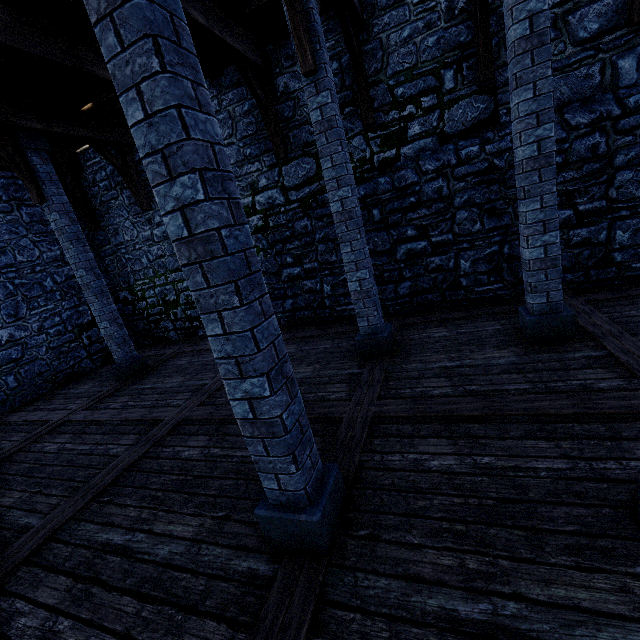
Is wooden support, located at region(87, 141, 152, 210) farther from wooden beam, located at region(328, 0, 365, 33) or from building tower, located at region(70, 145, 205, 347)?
wooden beam, located at region(328, 0, 365, 33)

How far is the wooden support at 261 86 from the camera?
6.02m

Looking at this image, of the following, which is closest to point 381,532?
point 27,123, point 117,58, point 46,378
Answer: point 117,58

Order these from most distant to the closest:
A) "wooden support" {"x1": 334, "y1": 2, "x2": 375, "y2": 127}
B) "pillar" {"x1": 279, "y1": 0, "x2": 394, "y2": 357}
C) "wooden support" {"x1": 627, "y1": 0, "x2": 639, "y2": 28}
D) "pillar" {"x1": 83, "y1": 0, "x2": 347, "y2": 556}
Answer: "wooden support" {"x1": 334, "y1": 2, "x2": 375, "y2": 127}
"wooden support" {"x1": 627, "y1": 0, "x2": 639, "y2": 28}
"pillar" {"x1": 279, "y1": 0, "x2": 394, "y2": 357}
"pillar" {"x1": 83, "y1": 0, "x2": 347, "y2": 556}

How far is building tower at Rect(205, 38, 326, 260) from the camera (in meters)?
6.75

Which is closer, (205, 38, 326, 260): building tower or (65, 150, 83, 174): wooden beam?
(205, 38, 326, 260): building tower

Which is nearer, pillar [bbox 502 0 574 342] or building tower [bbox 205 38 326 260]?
pillar [bbox 502 0 574 342]

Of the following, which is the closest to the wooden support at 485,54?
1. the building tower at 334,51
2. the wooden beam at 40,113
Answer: the building tower at 334,51
